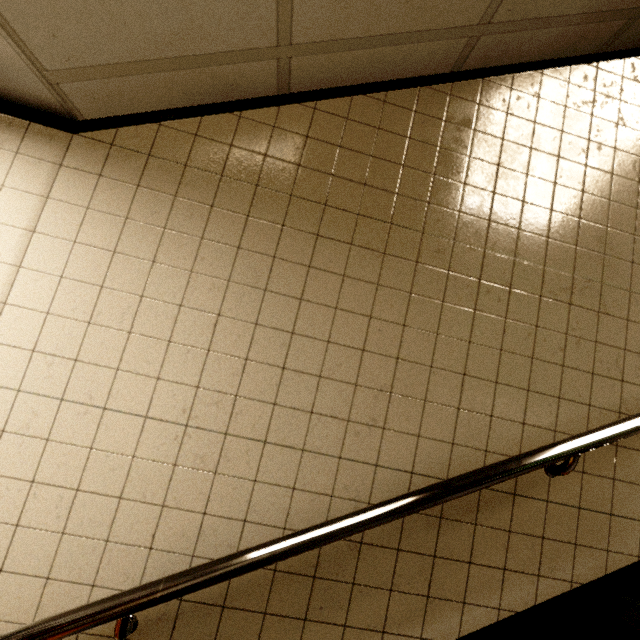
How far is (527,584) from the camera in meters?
1.3 m
